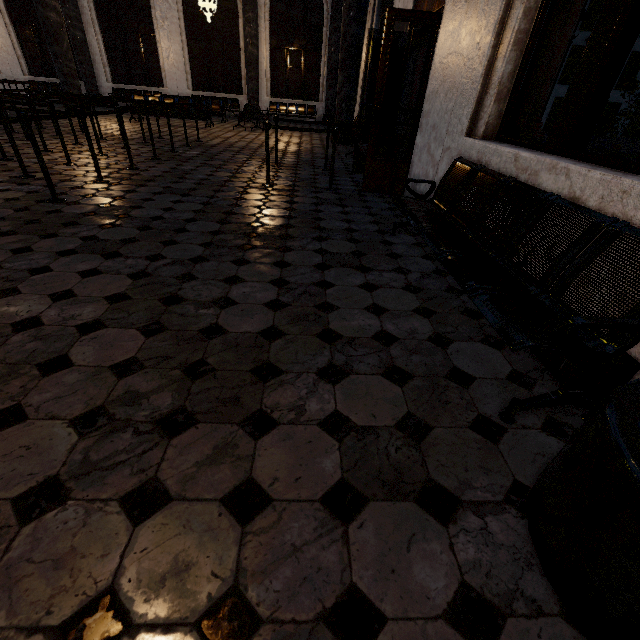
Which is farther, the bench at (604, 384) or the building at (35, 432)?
the bench at (604, 384)

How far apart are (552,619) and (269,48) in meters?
21.0 m

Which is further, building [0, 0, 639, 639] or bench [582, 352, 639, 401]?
bench [582, 352, 639, 401]
